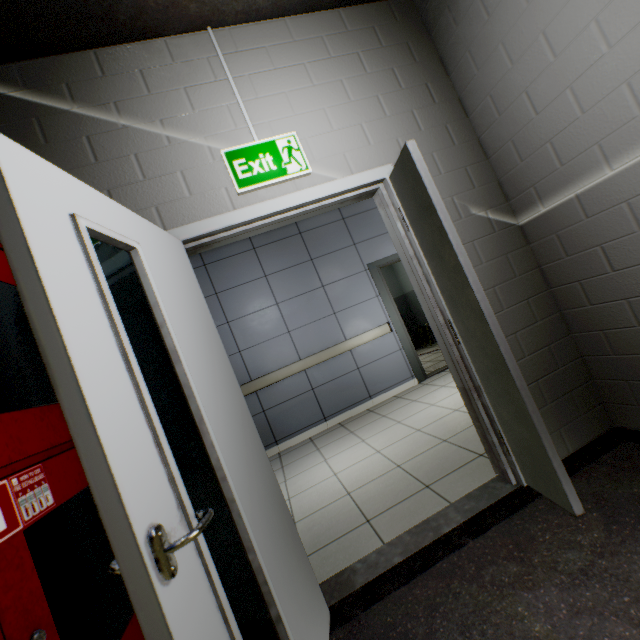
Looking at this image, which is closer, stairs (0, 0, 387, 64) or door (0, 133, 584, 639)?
door (0, 133, 584, 639)

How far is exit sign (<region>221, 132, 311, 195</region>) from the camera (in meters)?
1.88

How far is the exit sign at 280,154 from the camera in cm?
188

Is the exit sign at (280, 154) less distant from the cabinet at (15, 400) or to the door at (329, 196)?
the door at (329, 196)

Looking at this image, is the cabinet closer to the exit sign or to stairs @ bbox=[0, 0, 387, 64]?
stairs @ bbox=[0, 0, 387, 64]

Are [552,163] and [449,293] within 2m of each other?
yes

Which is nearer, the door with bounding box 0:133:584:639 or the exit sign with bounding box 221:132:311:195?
the door with bounding box 0:133:584:639

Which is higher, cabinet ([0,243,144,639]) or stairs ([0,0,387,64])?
stairs ([0,0,387,64])
